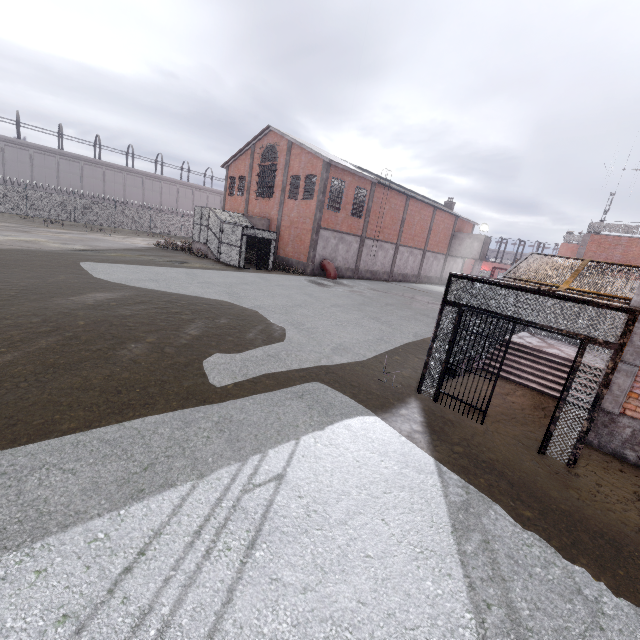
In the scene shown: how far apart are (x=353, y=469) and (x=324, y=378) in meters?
3.1 m

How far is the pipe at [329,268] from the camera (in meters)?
26.84

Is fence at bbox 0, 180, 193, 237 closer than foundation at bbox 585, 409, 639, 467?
No

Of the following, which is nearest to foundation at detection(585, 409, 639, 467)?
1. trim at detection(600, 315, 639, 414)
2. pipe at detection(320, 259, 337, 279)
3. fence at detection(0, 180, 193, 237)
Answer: trim at detection(600, 315, 639, 414)

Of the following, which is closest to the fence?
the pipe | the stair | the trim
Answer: the trim

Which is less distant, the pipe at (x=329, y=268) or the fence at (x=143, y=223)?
the pipe at (x=329, y=268)

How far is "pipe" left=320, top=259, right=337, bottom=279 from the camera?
26.84m

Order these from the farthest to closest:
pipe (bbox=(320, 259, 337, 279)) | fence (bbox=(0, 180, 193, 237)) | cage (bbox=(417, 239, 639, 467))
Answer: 1. fence (bbox=(0, 180, 193, 237))
2. pipe (bbox=(320, 259, 337, 279))
3. cage (bbox=(417, 239, 639, 467))
